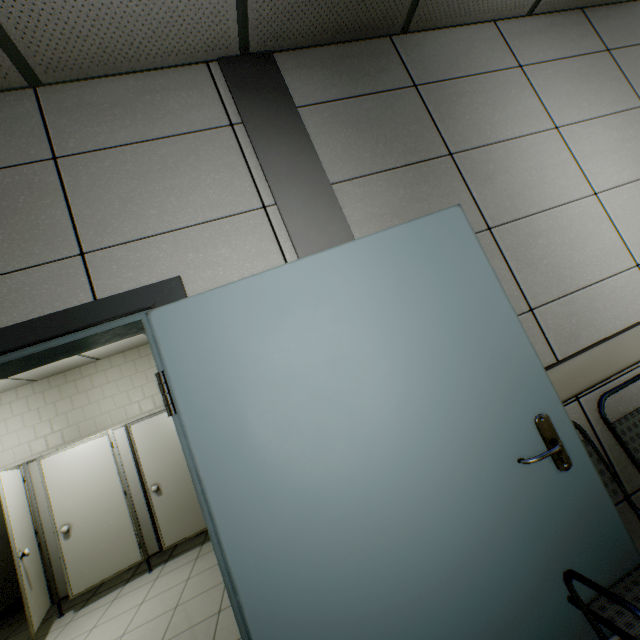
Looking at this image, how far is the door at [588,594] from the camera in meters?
1.2

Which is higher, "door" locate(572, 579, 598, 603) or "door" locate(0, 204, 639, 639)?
"door" locate(0, 204, 639, 639)

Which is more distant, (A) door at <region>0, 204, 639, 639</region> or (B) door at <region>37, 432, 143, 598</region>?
(B) door at <region>37, 432, 143, 598</region>

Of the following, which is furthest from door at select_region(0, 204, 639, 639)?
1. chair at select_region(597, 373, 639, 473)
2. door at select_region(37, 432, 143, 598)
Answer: door at select_region(37, 432, 143, 598)

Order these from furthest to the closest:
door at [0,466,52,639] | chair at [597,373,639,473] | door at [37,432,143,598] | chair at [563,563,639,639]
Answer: door at [37,432,143,598] → door at [0,466,52,639] → chair at [597,373,639,473] → chair at [563,563,639,639]

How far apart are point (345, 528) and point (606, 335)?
1.69m

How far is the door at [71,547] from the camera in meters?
4.1 m
